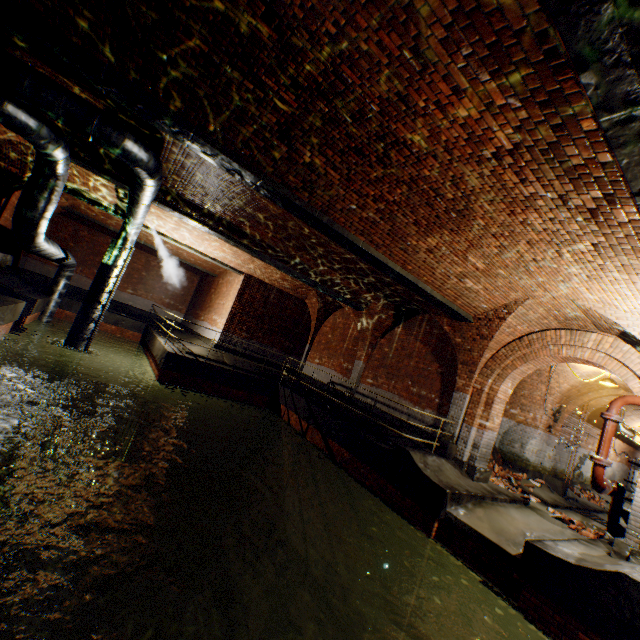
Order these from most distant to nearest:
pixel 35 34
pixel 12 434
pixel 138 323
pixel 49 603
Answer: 1. pixel 138 323
2. pixel 12 434
3. pixel 49 603
4. pixel 35 34

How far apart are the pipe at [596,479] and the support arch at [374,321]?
7.0 meters

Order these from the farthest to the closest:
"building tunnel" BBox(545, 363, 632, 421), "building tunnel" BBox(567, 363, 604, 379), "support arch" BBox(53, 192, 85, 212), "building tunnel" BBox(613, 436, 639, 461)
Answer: "building tunnel" BBox(613, 436, 639, 461) → "support arch" BBox(53, 192, 85, 212) → "building tunnel" BBox(545, 363, 632, 421) → "building tunnel" BBox(567, 363, 604, 379)

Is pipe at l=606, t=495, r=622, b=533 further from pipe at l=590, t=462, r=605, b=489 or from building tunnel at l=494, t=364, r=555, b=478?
pipe at l=590, t=462, r=605, b=489

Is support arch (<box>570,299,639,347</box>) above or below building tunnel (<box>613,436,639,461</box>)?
above

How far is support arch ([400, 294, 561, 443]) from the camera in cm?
841

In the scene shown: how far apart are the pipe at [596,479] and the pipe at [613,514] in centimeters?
122cm

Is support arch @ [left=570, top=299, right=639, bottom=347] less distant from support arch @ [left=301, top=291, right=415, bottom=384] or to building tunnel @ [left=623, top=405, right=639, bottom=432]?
building tunnel @ [left=623, top=405, right=639, bottom=432]
